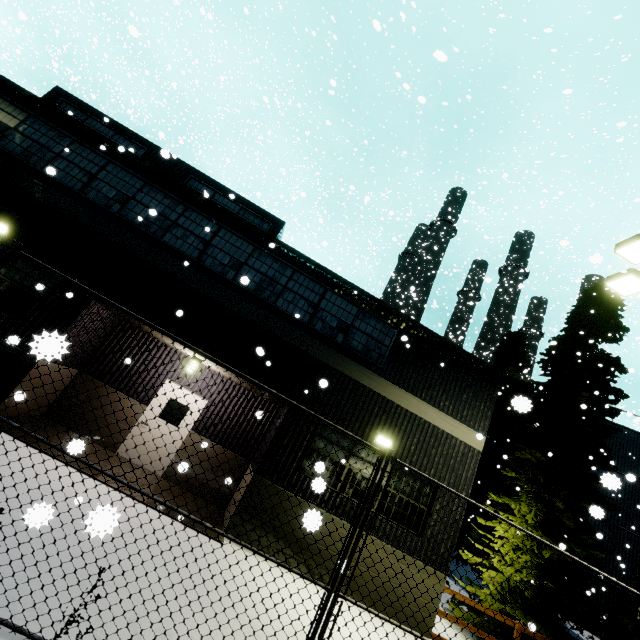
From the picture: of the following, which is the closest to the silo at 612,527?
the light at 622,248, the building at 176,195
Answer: the building at 176,195

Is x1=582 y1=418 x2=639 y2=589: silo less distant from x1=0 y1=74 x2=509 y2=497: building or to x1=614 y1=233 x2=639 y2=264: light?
x1=0 y1=74 x2=509 y2=497: building

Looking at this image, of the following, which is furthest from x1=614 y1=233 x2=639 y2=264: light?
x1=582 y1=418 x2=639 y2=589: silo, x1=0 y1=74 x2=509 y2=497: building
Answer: x1=582 y1=418 x2=639 y2=589: silo

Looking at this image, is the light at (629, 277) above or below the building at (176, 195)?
above

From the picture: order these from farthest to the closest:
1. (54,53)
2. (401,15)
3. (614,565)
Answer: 1. (54,53)
2. (614,565)
3. (401,15)

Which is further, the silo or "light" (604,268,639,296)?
the silo

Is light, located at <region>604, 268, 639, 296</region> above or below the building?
above
